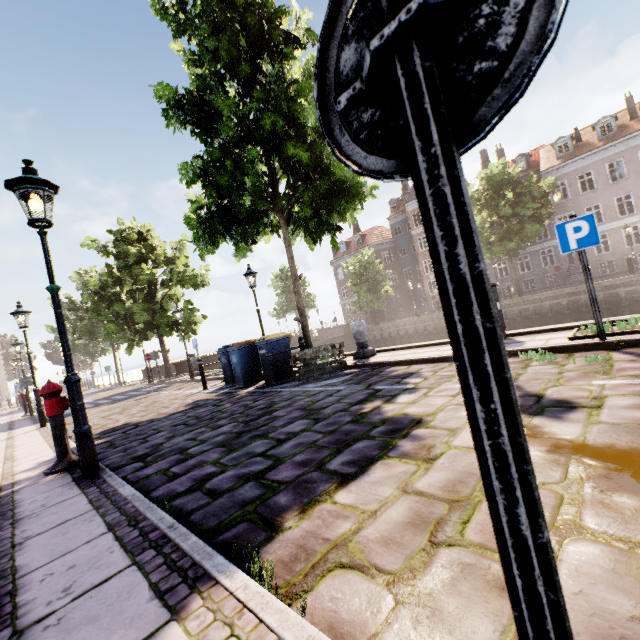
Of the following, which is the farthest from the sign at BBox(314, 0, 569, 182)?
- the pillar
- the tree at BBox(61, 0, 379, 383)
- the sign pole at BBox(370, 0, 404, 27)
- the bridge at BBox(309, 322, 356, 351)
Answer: the bridge at BBox(309, 322, 356, 351)

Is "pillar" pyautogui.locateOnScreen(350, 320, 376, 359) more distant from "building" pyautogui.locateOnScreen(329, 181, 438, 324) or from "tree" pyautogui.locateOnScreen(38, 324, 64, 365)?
"building" pyautogui.locateOnScreen(329, 181, 438, 324)

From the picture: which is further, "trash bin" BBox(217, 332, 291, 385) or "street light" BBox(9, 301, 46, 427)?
"street light" BBox(9, 301, 46, 427)

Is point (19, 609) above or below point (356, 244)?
below

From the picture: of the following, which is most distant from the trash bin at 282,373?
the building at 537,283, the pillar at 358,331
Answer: the building at 537,283

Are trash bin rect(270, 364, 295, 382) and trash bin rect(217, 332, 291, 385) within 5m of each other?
yes

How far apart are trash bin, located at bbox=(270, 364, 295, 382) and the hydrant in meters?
4.8 m

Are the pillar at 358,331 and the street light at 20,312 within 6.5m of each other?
no
